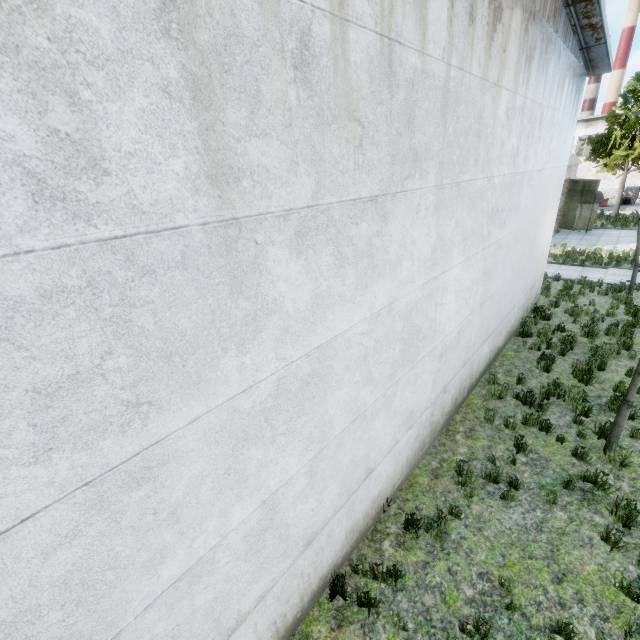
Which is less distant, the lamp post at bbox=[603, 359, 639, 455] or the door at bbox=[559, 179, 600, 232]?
the lamp post at bbox=[603, 359, 639, 455]

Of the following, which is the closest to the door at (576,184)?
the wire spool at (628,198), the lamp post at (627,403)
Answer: the wire spool at (628,198)

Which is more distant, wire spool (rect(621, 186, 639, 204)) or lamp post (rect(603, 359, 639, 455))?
wire spool (rect(621, 186, 639, 204))

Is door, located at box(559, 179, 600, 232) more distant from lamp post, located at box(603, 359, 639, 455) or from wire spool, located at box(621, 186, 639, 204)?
lamp post, located at box(603, 359, 639, 455)

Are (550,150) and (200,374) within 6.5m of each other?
no

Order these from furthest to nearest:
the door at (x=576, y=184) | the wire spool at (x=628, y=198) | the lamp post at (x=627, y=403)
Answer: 1. the wire spool at (x=628, y=198)
2. the door at (x=576, y=184)
3. the lamp post at (x=627, y=403)

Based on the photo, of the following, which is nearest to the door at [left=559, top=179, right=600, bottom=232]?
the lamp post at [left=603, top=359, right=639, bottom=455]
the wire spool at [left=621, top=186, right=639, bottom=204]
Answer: the wire spool at [left=621, top=186, right=639, bottom=204]
